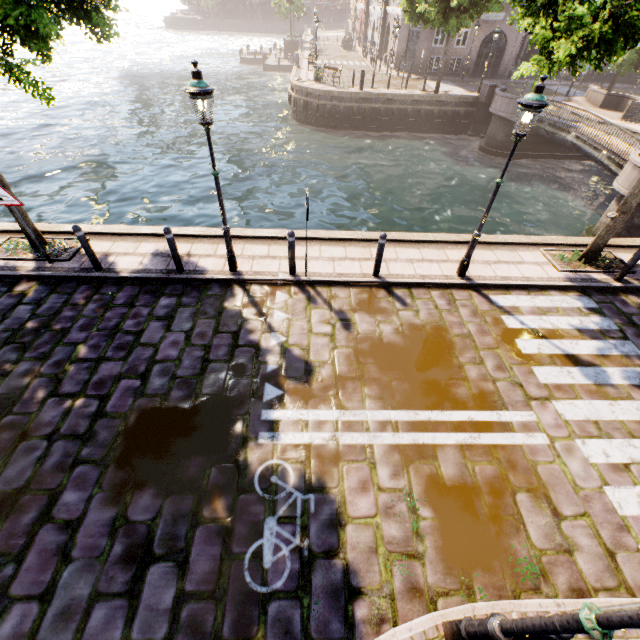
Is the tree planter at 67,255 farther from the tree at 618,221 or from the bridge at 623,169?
the bridge at 623,169

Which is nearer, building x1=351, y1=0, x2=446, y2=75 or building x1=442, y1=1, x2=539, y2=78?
building x1=442, y1=1, x2=539, y2=78

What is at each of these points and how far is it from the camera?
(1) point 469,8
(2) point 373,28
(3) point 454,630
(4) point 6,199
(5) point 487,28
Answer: (1) tree, 19.7m
(2) building, 40.9m
(3) street light, 3.1m
(4) sign, 6.4m
(5) building, 28.1m

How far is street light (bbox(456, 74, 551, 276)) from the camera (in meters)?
5.19

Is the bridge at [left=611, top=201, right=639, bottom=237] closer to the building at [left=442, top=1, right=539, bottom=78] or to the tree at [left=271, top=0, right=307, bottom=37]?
the building at [left=442, top=1, right=539, bottom=78]

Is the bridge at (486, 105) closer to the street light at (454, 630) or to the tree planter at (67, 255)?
the street light at (454, 630)

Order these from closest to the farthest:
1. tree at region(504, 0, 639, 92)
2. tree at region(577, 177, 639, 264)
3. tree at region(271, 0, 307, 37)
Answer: tree at region(504, 0, 639, 92), tree at region(577, 177, 639, 264), tree at region(271, 0, 307, 37)

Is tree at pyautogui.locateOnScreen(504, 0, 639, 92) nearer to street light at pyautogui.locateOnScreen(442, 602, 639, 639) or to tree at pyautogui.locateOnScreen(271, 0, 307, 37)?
street light at pyautogui.locateOnScreen(442, 602, 639, 639)
